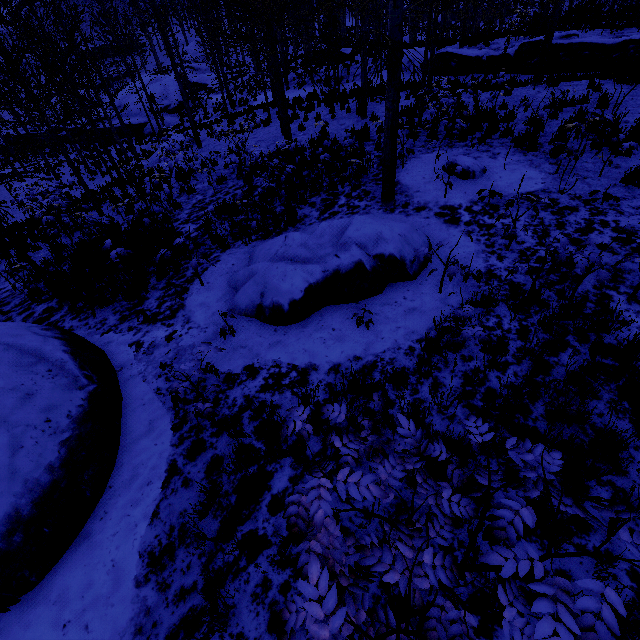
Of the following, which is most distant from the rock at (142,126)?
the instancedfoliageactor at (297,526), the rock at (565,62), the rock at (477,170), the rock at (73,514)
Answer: the instancedfoliageactor at (297,526)

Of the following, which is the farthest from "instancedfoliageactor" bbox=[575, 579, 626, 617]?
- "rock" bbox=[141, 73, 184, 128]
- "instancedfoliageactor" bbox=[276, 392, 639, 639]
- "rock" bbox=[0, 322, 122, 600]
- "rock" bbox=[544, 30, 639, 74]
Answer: "rock" bbox=[141, 73, 184, 128]

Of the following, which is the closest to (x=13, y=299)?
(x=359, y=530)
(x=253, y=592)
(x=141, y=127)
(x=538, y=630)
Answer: (x=253, y=592)

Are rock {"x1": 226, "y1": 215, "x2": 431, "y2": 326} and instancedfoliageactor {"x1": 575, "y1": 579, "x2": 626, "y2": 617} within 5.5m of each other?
yes

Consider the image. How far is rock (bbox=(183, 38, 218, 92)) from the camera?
41.1 meters

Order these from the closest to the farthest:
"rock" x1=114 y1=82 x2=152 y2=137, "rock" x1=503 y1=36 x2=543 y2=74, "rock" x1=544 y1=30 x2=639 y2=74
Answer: "rock" x1=544 y1=30 x2=639 y2=74, "rock" x1=503 y1=36 x2=543 y2=74, "rock" x1=114 y1=82 x2=152 y2=137

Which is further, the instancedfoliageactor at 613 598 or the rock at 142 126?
the rock at 142 126

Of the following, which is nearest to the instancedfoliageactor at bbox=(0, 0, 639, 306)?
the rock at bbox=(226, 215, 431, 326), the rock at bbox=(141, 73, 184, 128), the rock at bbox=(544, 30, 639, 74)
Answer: the rock at bbox=(544, 30, 639, 74)
